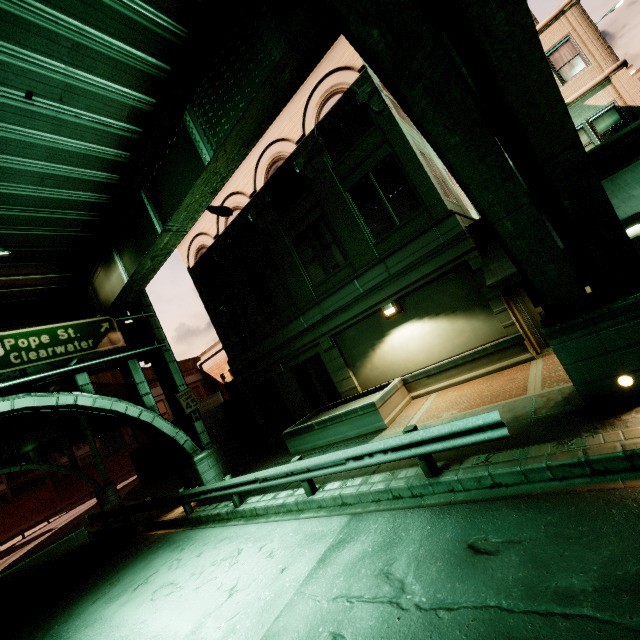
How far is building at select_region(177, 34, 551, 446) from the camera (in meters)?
10.95

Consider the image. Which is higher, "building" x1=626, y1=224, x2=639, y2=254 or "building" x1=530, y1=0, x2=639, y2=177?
"building" x1=530, y1=0, x2=639, y2=177

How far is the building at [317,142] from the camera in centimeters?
1095cm

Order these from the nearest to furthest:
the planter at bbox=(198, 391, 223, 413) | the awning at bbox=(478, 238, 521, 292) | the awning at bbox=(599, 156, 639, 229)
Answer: the awning at bbox=(599, 156, 639, 229) → the awning at bbox=(478, 238, 521, 292) → the planter at bbox=(198, 391, 223, 413)

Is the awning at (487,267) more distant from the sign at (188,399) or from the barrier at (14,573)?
the barrier at (14,573)

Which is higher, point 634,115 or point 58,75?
point 58,75

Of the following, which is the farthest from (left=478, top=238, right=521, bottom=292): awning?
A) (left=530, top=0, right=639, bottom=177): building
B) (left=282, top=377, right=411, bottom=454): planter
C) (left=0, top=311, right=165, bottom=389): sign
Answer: (left=0, top=311, right=165, bottom=389): sign

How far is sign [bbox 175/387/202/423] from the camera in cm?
1514
